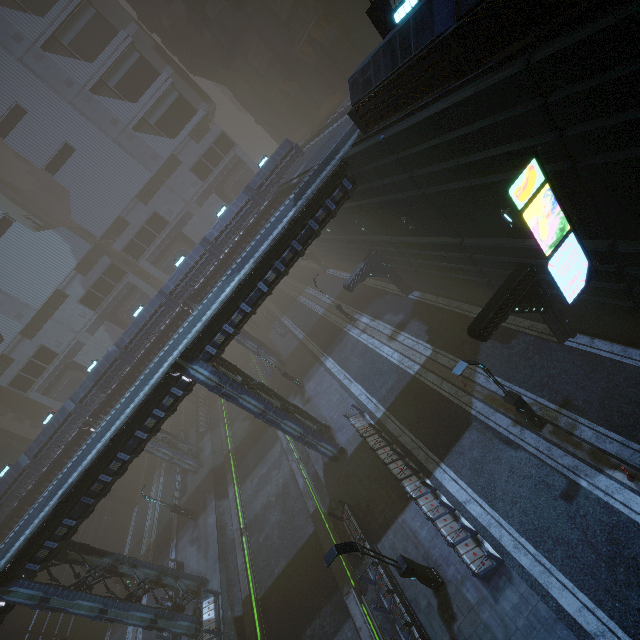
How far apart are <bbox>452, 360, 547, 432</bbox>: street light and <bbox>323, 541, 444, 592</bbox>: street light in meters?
6.7

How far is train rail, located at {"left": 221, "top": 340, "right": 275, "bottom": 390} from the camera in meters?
37.8

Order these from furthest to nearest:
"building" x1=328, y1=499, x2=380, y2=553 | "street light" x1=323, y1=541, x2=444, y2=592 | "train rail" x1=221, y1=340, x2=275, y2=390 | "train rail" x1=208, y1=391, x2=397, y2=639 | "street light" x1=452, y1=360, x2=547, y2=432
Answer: "train rail" x1=221, y1=340, x2=275, y2=390, "train rail" x1=208, y1=391, x2=397, y2=639, "building" x1=328, y1=499, x2=380, y2=553, "street light" x1=452, y1=360, x2=547, y2=432, "street light" x1=323, y1=541, x2=444, y2=592

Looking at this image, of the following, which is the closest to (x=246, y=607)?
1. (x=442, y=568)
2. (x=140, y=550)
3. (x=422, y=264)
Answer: (x=442, y=568)

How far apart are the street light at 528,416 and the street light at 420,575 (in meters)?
6.67

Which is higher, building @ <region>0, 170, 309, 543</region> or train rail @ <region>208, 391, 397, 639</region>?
building @ <region>0, 170, 309, 543</region>

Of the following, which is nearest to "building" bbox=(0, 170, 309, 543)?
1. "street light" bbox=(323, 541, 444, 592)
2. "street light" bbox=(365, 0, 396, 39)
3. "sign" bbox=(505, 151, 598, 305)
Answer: "sign" bbox=(505, 151, 598, 305)

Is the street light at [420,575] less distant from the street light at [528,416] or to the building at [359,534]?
the building at [359,534]
